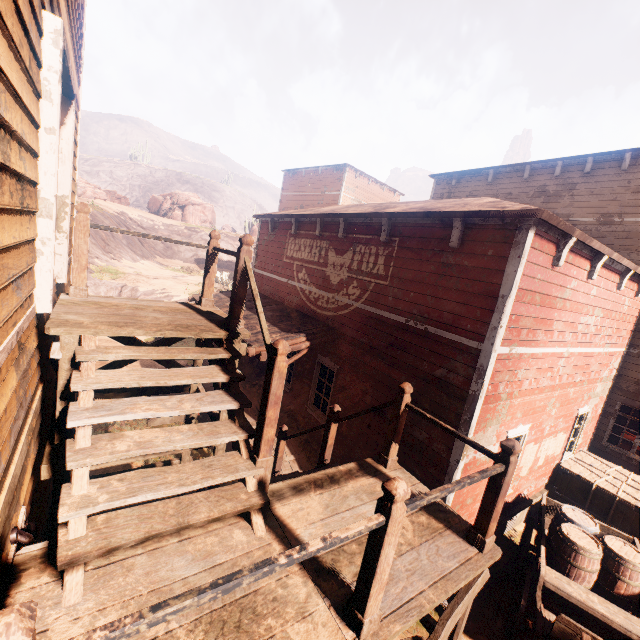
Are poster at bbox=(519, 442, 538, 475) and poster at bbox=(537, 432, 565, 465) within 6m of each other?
yes

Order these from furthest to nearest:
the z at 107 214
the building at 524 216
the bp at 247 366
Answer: the z at 107 214
the bp at 247 366
the building at 524 216

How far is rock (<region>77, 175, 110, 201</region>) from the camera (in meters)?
39.53

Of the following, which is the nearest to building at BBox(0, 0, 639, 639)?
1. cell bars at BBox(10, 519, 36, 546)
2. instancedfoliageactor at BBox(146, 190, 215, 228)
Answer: cell bars at BBox(10, 519, 36, 546)

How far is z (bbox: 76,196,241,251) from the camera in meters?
31.4

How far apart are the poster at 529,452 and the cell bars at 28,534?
8.2 meters

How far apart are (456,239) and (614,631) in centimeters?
652cm

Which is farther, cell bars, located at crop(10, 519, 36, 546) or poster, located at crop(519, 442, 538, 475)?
poster, located at crop(519, 442, 538, 475)
